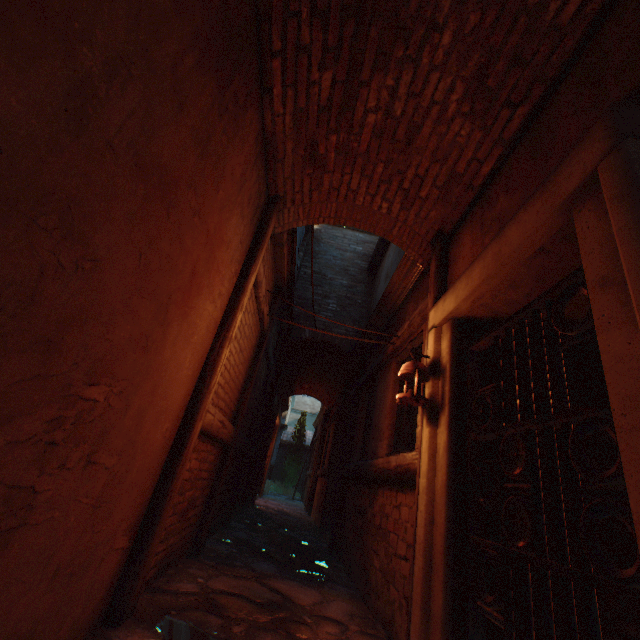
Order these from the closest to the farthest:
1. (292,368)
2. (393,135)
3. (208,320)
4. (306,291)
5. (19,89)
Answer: (19,89) < (208,320) < (393,135) < (306,291) < (292,368)

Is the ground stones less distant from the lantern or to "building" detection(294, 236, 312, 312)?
"building" detection(294, 236, 312, 312)

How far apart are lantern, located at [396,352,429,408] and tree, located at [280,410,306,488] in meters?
19.3

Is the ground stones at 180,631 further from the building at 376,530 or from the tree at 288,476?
the tree at 288,476

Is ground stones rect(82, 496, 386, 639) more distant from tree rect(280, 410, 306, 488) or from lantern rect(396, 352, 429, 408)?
tree rect(280, 410, 306, 488)

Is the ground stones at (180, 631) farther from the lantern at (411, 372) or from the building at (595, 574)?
the lantern at (411, 372)

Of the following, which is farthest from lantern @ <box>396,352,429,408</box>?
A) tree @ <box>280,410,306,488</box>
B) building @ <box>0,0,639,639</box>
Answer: tree @ <box>280,410,306,488</box>
